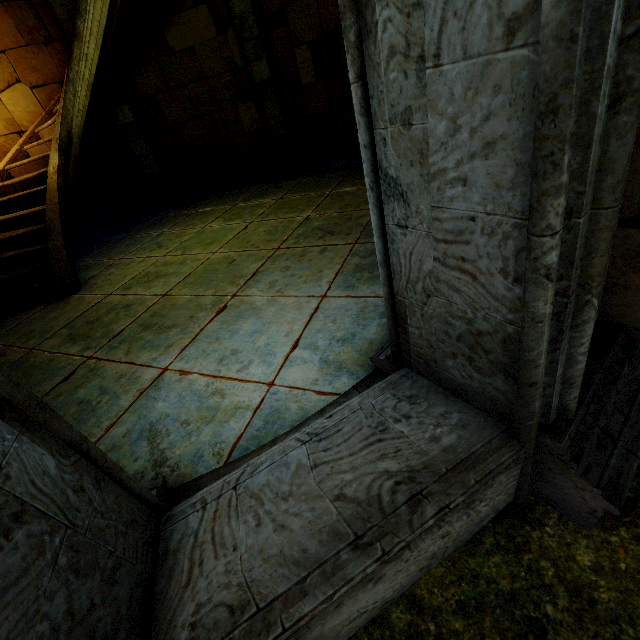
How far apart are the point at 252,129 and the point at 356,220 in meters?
5.3 m
